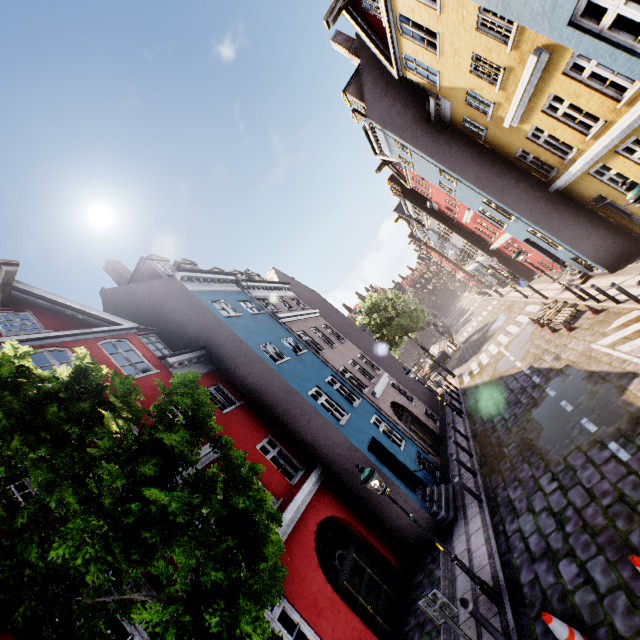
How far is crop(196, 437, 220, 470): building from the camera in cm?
914

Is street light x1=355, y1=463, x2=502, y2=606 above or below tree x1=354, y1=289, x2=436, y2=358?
below

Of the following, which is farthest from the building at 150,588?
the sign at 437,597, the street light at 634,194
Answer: the sign at 437,597

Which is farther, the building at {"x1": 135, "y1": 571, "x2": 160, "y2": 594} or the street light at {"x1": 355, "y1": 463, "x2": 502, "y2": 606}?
the street light at {"x1": 355, "y1": 463, "x2": 502, "y2": 606}

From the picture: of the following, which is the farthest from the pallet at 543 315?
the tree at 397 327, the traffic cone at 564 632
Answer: the tree at 397 327

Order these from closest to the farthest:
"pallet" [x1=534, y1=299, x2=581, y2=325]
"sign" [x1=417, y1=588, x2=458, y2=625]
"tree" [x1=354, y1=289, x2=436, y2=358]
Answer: "sign" [x1=417, y1=588, x2=458, y2=625], "pallet" [x1=534, y1=299, x2=581, y2=325], "tree" [x1=354, y1=289, x2=436, y2=358]

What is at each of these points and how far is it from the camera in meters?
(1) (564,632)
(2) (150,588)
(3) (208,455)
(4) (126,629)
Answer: (1) traffic cone, 5.0 m
(2) building, 6.4 m
(3) building, 9.5 m
(4) building, 13.3 m
